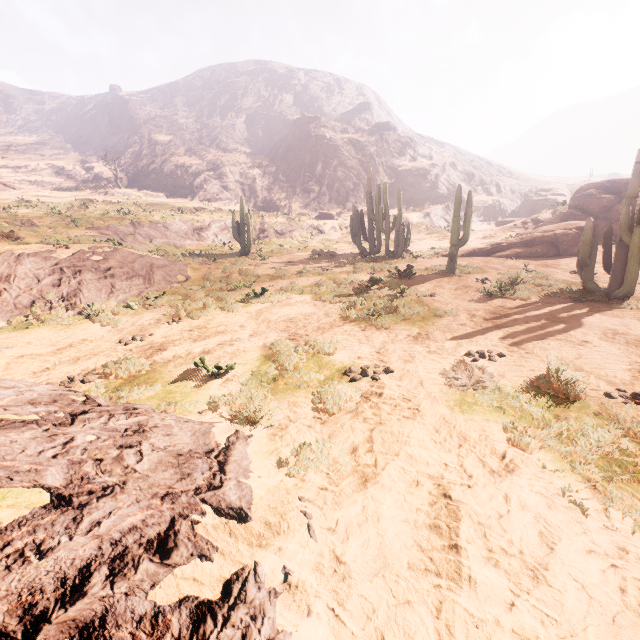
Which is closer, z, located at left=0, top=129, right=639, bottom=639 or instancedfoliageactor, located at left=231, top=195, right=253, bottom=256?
z, located at left=0, top=129, right=639, bottom=639

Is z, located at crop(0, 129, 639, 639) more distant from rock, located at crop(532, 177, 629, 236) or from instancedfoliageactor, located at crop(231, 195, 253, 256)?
rock, located at crop(532, 177, 629, 236)

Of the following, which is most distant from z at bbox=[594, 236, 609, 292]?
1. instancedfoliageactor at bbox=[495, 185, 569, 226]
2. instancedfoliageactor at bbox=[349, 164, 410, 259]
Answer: instancedfoliageactor at bbox=[495, 185, 569, 226]

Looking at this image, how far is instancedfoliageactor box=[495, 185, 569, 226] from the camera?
33.1 meters

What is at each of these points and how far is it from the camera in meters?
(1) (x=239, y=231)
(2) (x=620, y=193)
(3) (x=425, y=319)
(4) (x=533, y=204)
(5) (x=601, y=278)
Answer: (1) instancedfoliageactor, 23.8
(2) rock, 18.6
(3) z, 8.4
(4) instancedfoliageactor, 40.6
(5) z, 11.4

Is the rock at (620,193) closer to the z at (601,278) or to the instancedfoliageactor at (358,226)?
the z at (601,278)

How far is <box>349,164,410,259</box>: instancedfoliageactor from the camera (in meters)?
18.34

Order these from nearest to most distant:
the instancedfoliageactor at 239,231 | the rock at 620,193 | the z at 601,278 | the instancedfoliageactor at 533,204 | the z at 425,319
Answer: the z at 425,319 → the z at 601,278 → the rock at 620,193 → the instancedfoliageactor at 239,231 → the instancedfoliageactor at 533,204
